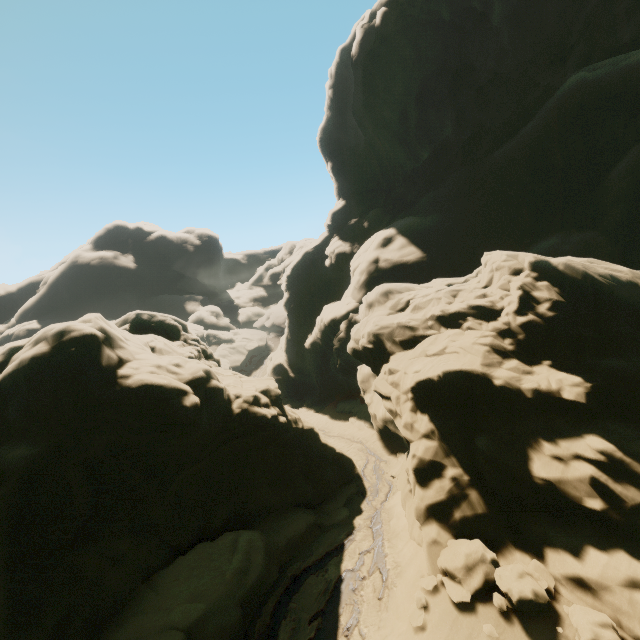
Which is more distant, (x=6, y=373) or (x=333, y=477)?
(x=333, y=477)

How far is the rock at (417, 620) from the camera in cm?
941

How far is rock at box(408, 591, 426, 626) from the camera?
9.4m

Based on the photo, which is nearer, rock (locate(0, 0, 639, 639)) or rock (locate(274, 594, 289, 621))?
rock (locate(0, 0, 639, 639))

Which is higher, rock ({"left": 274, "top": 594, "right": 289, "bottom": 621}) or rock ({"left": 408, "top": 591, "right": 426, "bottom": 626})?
rock ({"left": 408, "top": 591, "right": 426, "bottom": 626})
